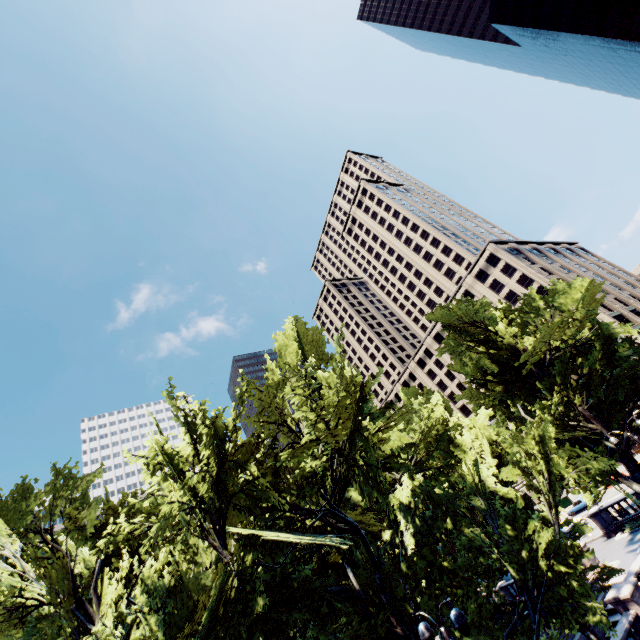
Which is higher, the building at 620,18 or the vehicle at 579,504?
the building at 620,18

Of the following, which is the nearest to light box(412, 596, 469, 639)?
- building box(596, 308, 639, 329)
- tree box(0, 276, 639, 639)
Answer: tree box(0, 276, 639, 639)

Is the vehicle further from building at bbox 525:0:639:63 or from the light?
building at bbox 525:0:639:63

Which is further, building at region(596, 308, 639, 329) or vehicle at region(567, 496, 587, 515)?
building at region(596, 308, 639, 329)

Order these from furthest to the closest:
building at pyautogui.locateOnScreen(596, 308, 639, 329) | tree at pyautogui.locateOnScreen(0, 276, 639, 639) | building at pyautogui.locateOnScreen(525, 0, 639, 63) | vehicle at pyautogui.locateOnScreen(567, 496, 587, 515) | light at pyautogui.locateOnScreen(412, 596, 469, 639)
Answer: building at pyautogui.locateOnScreen(596, 308, 639, 329)
building at pyautogui.locateOnScreen(525, 0, 639, 63)
vehicle at pyautogui.locateOnScreen(567, 496, 587, 515)
tree at pyautogui.locateOnScreen(0, 276, 639, 639)
light at pyautogui.locateOnScreen(412, 596, 469, 639)

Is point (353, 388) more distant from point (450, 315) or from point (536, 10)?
point (536, 10)

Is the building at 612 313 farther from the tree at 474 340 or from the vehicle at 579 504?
the vehicle at 579 504

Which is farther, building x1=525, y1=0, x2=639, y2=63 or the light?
building x1=525, y1=0, x2=639, y2=63
